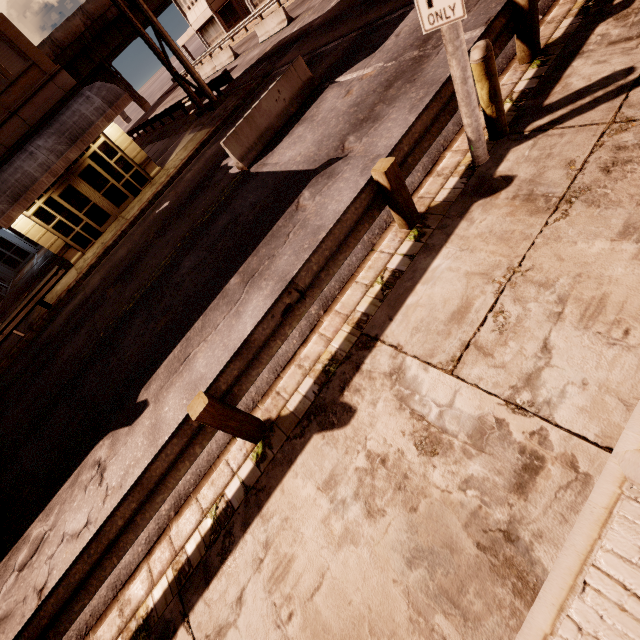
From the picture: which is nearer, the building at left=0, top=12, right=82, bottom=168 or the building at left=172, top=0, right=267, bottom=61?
the building at left=0, top=12, right=82, bottom=168

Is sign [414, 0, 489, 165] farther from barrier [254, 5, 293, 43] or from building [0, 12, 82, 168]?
barrier [254, 5, 293, 43]

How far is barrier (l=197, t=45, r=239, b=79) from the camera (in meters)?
28.23

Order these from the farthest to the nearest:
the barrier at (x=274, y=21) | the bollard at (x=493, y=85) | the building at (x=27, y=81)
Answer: the barrier at (x=274, y=21) < the building at (x=27, y=81) < the bollard at (x=493, y=85)

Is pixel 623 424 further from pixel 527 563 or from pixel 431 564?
pixel 431 564

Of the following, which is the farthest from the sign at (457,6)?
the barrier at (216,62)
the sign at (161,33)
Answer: the barrier at (216,62)

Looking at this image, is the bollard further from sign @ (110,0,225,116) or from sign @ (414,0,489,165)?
sign @ (110,0,225,116)

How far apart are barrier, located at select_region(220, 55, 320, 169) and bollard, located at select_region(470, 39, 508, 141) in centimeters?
759cm
